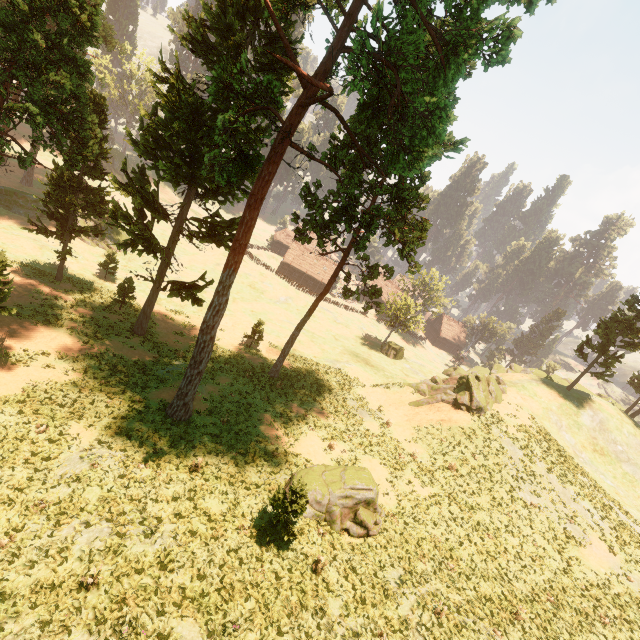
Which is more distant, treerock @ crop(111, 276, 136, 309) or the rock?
the rock

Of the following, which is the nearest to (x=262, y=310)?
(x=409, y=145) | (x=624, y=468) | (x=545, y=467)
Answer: (x=409, y=145)

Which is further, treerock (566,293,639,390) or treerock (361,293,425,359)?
treerock (566,293,639,390)

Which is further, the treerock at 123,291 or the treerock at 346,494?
the treerock at 123,291

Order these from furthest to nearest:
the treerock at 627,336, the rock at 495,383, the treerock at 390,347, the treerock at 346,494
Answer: the treerock at 627,336, the rock at 495,383, the treerock at 390,347, the treerock at 346,494

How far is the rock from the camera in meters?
30.1

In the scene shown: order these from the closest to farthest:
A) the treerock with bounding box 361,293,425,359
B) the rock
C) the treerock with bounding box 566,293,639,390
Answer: the treerock with bounding box 361,293,425,359, the rock, the treerock with bounding box 566,293,639,390
